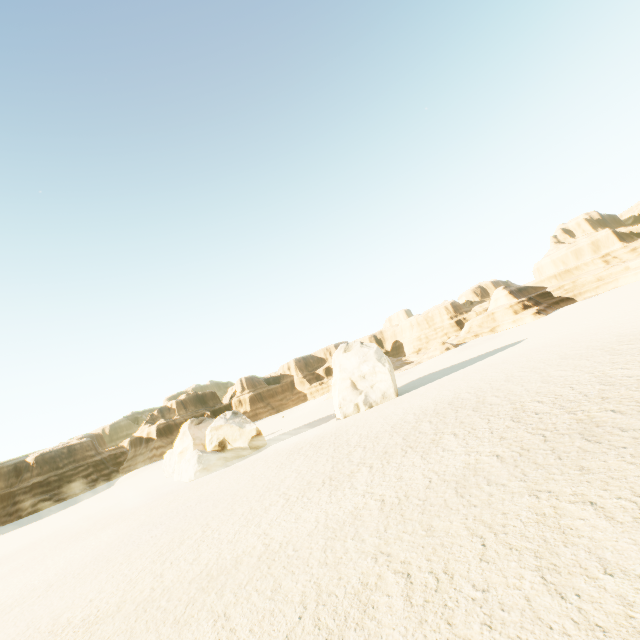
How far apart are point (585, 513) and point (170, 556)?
13.3m

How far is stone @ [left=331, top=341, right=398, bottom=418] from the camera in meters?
31.6 m

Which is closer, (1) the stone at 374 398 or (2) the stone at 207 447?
(2) the stone at 207 447

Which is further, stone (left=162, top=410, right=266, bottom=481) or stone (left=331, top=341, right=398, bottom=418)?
stone (left=331, top=341, right=398, bottom=418)

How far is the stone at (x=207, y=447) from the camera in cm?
2990

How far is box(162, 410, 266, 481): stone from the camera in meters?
29.9 m
